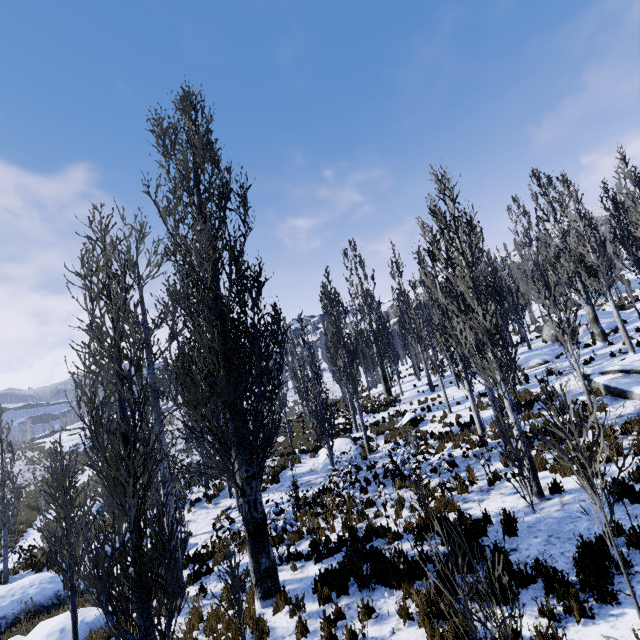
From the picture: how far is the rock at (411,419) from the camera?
18.58m

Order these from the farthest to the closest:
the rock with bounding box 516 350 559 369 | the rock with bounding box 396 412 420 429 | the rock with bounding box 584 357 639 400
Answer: the rock with bounding box 516 350 559 369 → the rock with bounding box 396 412 420 429 → the rock with bounding box 584 357 639 400

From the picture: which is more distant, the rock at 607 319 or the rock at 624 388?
the rock at 607 319

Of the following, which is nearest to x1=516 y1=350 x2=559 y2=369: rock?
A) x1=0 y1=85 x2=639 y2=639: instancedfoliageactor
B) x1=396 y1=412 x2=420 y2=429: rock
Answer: x1=0 y1=85 x2=639 y2=639: instancedfoliageactor

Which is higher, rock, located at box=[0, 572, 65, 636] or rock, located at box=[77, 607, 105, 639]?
rock, located at box=[77, 607, 105, 639]

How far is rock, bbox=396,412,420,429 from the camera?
18.6 meters

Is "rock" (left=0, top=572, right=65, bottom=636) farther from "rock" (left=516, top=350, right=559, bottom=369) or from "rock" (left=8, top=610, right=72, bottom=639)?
"rock" (left=516, top=350, right=559, bottom=369)

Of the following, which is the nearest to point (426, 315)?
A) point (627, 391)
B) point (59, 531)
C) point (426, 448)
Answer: point (426, 448)
